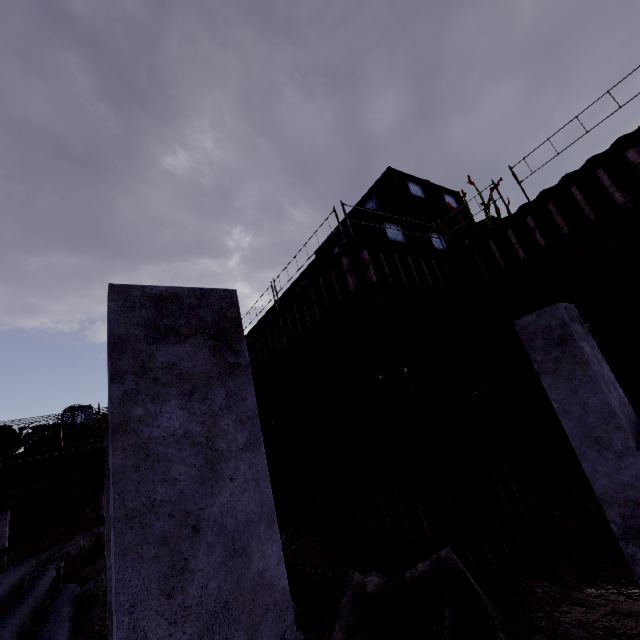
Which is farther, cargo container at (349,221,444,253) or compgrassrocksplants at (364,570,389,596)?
cargo container at (349,221,444,253)

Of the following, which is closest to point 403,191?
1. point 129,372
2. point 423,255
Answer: point 423,255

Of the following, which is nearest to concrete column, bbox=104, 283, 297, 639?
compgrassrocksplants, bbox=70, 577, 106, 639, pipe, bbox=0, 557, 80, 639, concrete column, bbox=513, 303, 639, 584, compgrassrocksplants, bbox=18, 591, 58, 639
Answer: pipe, bbox=0, 557, 80, 639

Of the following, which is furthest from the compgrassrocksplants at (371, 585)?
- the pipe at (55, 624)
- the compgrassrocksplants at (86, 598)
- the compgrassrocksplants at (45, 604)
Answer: the compgrassrocksplants at (86, 598)

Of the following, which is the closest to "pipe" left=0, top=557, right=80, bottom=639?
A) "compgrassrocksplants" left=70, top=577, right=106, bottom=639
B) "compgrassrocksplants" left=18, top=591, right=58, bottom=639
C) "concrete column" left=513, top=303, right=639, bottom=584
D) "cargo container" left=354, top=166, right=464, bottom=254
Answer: "compgrassrocksplants" left=18, top=591, right=58, bottom=639

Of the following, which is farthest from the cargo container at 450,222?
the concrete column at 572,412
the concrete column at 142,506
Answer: the concrete column at 142,506

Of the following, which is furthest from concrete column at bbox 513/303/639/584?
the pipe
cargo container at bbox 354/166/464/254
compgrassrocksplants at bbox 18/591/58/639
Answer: compgrassrocksplants at bbox 18/591/58/639

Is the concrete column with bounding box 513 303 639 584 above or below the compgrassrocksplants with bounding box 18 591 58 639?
above
